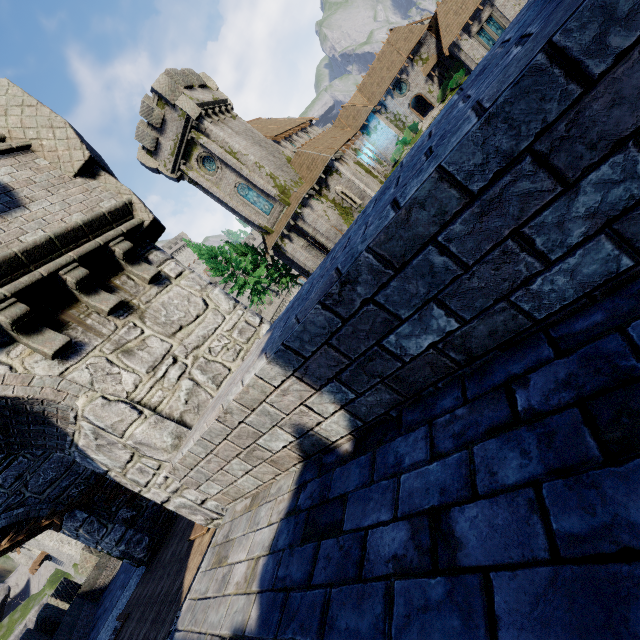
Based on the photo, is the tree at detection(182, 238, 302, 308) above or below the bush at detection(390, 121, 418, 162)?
above

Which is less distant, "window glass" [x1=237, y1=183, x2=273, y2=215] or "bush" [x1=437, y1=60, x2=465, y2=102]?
"window glass" [x1=237, y1=183, x2=273, y2=215]

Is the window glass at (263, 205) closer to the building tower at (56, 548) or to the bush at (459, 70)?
the bush at (459, 70)

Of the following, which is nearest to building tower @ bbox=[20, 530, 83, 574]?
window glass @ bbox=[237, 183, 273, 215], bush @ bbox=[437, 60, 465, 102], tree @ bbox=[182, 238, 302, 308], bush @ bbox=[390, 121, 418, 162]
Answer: tree @ bbox=[182, 238, 302, 308]

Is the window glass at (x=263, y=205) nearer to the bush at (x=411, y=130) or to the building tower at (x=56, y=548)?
the bush at (x=411, y=130)

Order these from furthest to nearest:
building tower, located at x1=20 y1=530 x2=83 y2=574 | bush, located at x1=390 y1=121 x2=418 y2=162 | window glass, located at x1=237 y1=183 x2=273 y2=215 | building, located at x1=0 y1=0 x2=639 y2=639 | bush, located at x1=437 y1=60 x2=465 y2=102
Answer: bush, located at x1=390 y1=121 x2=418 y2=162, bush, located at x1=437 y1=60 x2=465 y2=102, building tower, located at x1=20 y1=530 x2=83 y2=574, window glass, located at x1=237 y1=183 x2=273 y2=215, building, located at x1=0 y1=0 x2=639 y2=639

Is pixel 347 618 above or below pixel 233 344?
below

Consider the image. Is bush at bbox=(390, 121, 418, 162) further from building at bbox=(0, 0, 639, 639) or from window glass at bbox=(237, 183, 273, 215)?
building at bbox=(0, 0, 639, 639)
